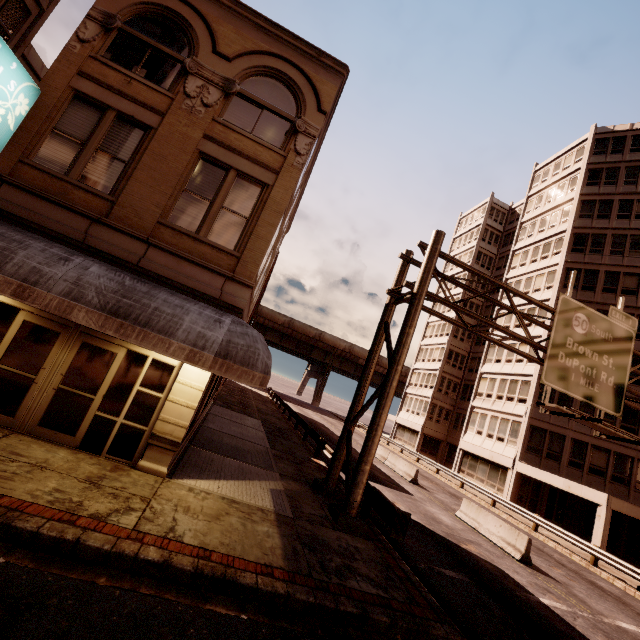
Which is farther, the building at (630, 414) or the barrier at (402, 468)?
the building at (630, 414)

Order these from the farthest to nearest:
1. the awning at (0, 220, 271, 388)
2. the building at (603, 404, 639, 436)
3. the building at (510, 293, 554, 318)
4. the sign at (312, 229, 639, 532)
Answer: the building at (510, 293, 554, 318) < the building at (603, 404, 639, 436) < the sign at (312, 229, 639, 532) < the awning at (0, 220, 271, 388)

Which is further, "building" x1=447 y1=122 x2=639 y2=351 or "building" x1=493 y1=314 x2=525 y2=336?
"building" x1=493 y1=314 x2=525 y2=336

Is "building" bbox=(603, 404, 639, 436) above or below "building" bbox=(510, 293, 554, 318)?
below

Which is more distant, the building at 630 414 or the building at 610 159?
the building at 610 159

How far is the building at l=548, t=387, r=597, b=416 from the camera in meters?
25.4

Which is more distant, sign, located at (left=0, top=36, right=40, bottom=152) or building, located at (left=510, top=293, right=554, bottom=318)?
building, located at (left=510, top=293, right=554, bottom=318)

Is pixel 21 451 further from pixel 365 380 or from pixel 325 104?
pixel 325 104
